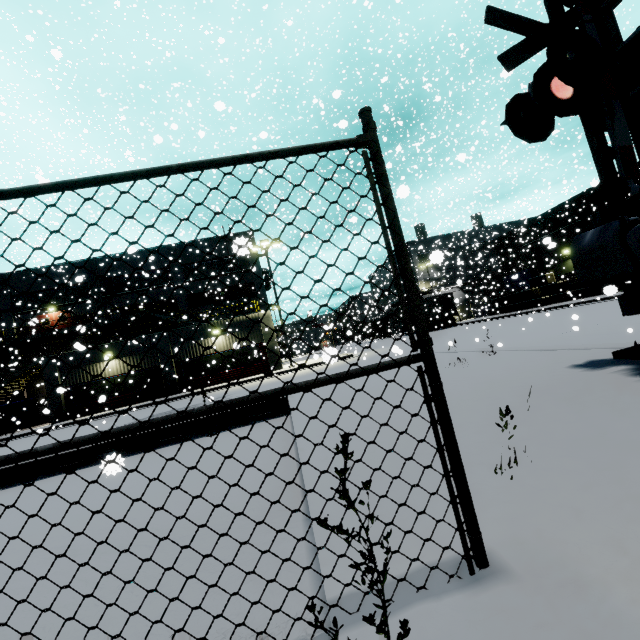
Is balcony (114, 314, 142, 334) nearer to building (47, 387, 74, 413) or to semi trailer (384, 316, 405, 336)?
building (47, 387, 74, 413)

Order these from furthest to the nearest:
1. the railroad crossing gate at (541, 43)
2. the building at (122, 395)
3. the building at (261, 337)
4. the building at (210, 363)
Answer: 1. the building at (261, 337)
2. the building at (210, 363)
3. the building at (122, 395)
4. the railroad crossing gate at (541, 43)

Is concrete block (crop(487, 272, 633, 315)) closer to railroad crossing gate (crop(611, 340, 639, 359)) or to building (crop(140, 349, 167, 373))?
building (crop(140, 349, 167, 373))

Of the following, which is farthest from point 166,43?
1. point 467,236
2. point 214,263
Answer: point 467,236

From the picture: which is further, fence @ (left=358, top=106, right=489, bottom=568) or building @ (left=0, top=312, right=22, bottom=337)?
building @ (left=0, top=312, right=22, bottom=337)

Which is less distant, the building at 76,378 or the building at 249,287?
the building at 76,378

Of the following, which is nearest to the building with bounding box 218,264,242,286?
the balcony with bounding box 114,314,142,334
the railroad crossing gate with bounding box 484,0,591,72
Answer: the balcony with bounding box 114,314,142,334
